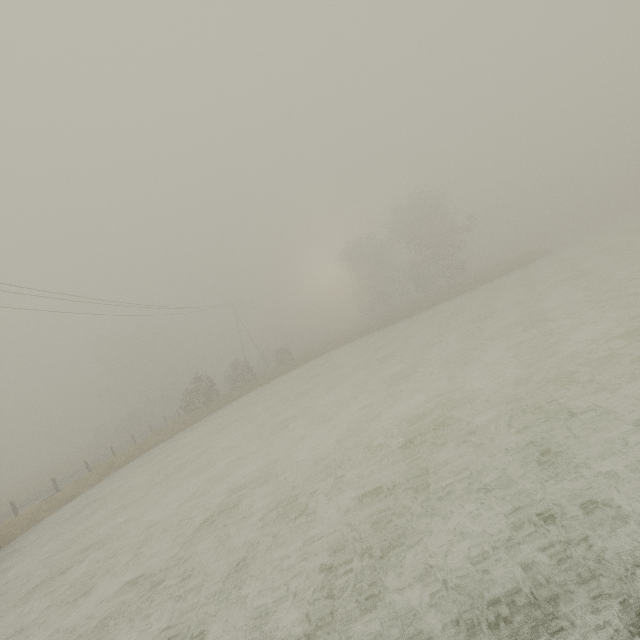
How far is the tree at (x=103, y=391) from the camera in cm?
5491

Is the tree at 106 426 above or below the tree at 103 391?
below

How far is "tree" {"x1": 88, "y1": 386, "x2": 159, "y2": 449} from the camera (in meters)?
45.34

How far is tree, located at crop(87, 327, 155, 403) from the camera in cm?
5491

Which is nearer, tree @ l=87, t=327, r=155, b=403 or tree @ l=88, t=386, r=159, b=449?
tree @ l=88, t=386, r=159, b=449

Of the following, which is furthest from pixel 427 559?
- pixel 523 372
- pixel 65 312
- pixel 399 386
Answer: pixel 65 312

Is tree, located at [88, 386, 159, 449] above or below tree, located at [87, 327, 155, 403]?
below
